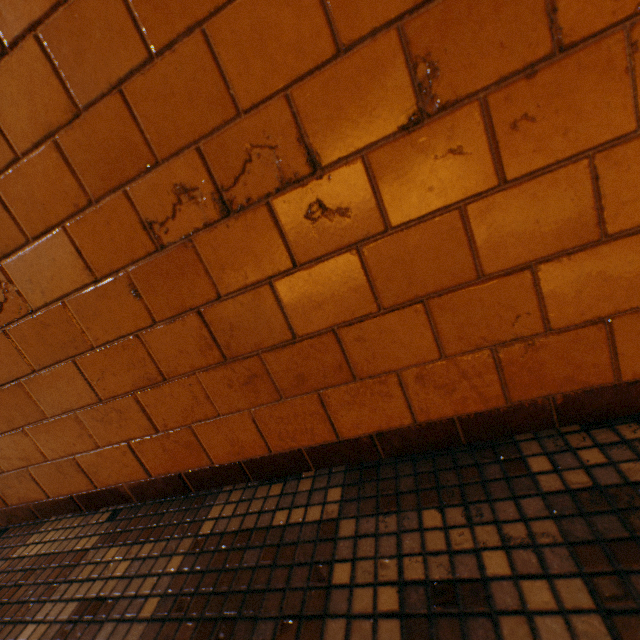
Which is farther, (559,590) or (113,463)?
(113,463)
